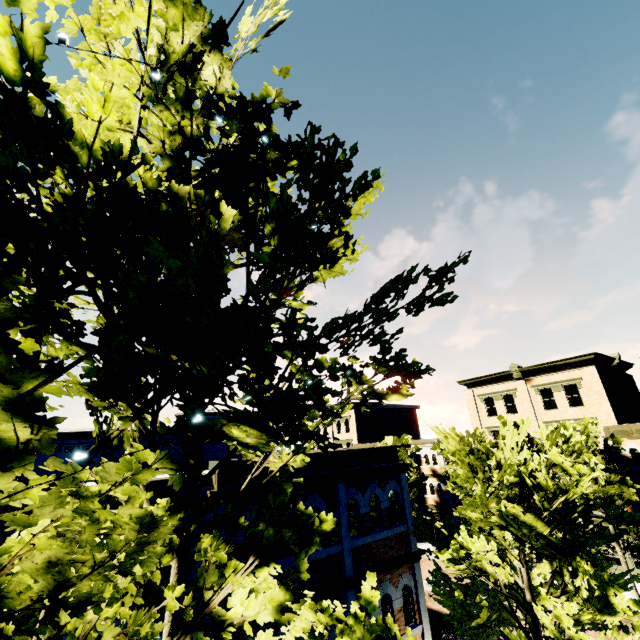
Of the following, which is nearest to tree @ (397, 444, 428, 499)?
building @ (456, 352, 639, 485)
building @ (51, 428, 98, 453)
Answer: building @ (456, 352, 639, 485)

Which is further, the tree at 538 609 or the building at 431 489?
the building at 431 489

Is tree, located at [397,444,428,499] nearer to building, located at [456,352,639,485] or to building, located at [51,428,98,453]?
building, located at [456,352,639,485]

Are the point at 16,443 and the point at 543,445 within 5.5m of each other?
no

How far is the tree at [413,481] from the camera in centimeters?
3030cm

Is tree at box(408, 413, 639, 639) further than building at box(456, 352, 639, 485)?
No
